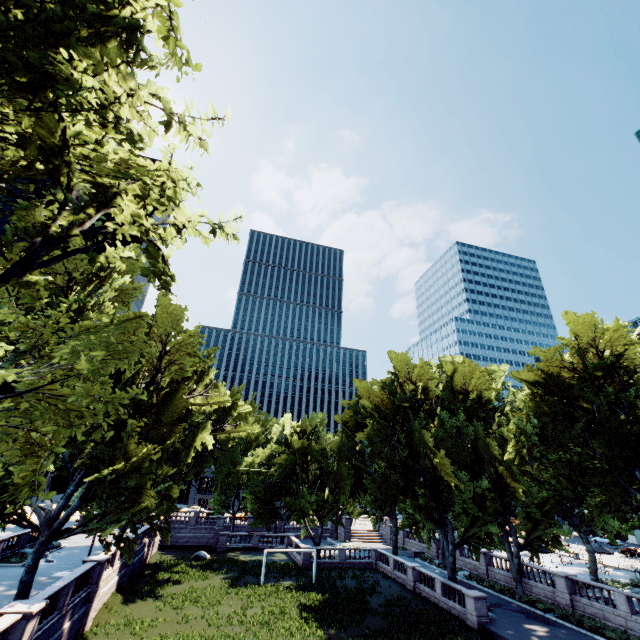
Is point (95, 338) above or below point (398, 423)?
below
